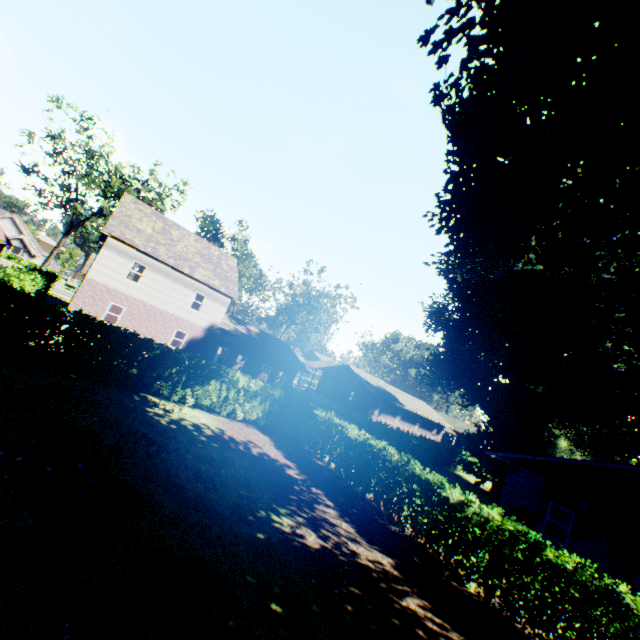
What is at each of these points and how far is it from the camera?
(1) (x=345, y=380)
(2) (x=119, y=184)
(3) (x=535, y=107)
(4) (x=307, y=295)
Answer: (1) house, 45.2 meters
(2) tree, 33.0 meters
(3) plant, 7.1 meters
(4) tree, 48.9 meters

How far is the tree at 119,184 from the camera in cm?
3123

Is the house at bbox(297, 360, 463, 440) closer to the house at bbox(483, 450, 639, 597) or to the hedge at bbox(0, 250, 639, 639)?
the hedge at bbox(0, 250, 639, 639)

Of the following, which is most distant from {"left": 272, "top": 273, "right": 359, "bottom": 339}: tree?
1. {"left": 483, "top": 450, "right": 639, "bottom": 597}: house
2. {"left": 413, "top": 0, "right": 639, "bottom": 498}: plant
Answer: {"left": 483, "top": 450, "right": 639, "bottom": 597}: house

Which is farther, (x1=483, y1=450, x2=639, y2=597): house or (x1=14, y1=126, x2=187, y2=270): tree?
(x1=14, y1=126, x2=187, y2=270): tree

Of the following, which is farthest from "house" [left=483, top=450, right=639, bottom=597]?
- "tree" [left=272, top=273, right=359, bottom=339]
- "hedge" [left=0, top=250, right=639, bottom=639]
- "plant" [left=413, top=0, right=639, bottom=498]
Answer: "tree" [left=272, top=273, right=359, bottom=339]

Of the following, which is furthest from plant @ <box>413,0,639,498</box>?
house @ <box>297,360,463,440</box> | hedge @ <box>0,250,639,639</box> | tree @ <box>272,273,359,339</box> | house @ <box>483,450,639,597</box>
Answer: tree @ <box>272,273,359,339</box>

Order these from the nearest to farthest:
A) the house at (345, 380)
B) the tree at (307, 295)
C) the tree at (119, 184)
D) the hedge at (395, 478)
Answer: the hedge at (395, 478) → the tree at (119, 184) → the house at (345, 380) → the tree at (307, 295)
